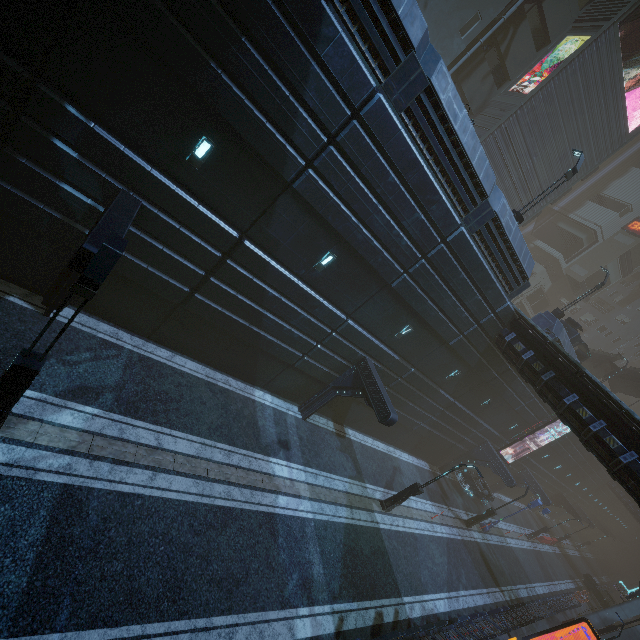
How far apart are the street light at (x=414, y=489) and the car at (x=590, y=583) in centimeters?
3892cm

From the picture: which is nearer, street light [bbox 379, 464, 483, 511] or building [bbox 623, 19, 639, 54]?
street light [bbox 379, 464, 483, 511]

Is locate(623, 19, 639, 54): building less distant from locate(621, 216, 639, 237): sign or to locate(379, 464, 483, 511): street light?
locate(621, 216, 639, 237): sign

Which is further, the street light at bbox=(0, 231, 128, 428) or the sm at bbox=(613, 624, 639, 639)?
the sm at bbox=(613, 624, 639, 639)

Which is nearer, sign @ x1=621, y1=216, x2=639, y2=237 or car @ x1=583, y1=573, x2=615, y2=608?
car @ x1=583, y1=573, x2=615, y2=608

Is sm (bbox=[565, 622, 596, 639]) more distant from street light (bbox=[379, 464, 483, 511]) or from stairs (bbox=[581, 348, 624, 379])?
street light (bbox=[379, 464, 483, 511])

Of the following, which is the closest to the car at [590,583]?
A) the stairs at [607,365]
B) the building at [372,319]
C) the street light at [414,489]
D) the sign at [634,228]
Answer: the building at [372,319]

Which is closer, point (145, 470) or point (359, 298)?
point (145, 470)
